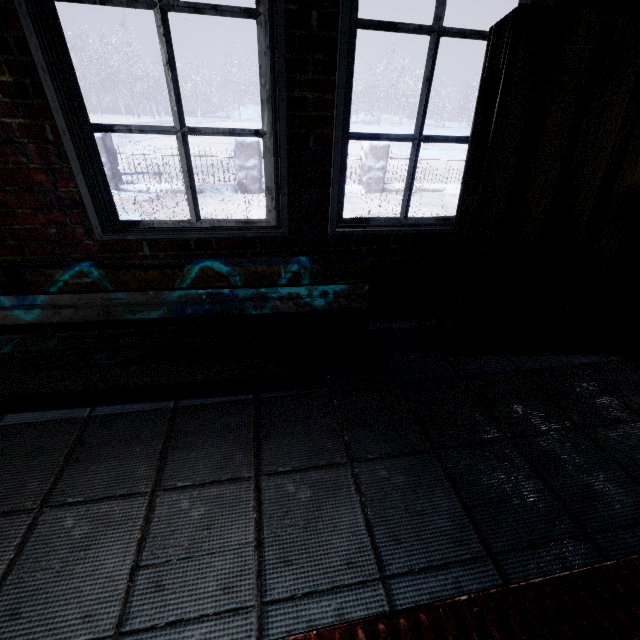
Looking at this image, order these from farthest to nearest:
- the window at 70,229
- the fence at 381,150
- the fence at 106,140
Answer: the fence at 381,150
the fence at 106,140
the window at 70,229

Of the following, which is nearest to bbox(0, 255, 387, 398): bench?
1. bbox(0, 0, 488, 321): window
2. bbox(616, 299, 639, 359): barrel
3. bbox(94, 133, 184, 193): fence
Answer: bbox(0, 0, 488, 321): window

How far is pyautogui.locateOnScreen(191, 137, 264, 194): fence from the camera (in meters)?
5.45

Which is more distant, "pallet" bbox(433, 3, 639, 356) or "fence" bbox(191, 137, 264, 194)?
"fence" bbox(191, 137, 264, 194)

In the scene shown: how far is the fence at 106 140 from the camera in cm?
506

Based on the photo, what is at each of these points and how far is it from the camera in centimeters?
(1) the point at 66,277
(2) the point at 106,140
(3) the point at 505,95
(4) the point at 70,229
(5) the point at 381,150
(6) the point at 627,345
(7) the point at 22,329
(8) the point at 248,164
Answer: (1) bench, 137cm
(2) fence, 511cm
(3) pallet, 129cm
(4) window, 149cm
(5) fence, 595cm
(6) barrel, 188cm
(7) window, 170cm
(8) fence, 561cm
